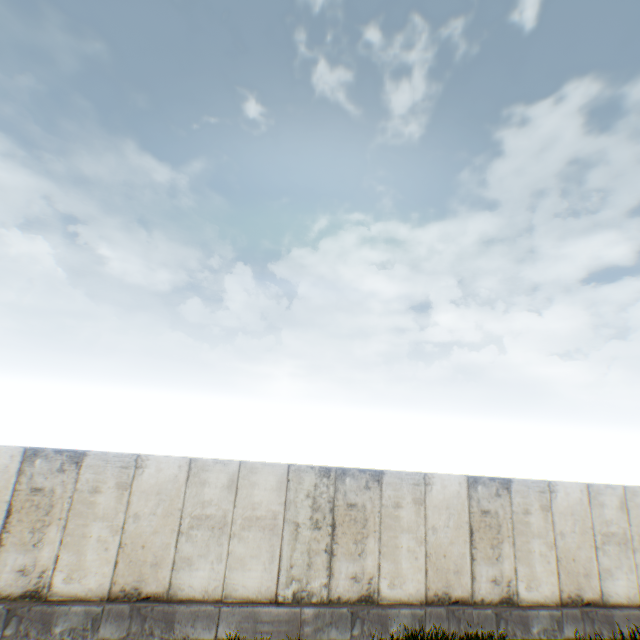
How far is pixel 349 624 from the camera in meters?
7.5 m
